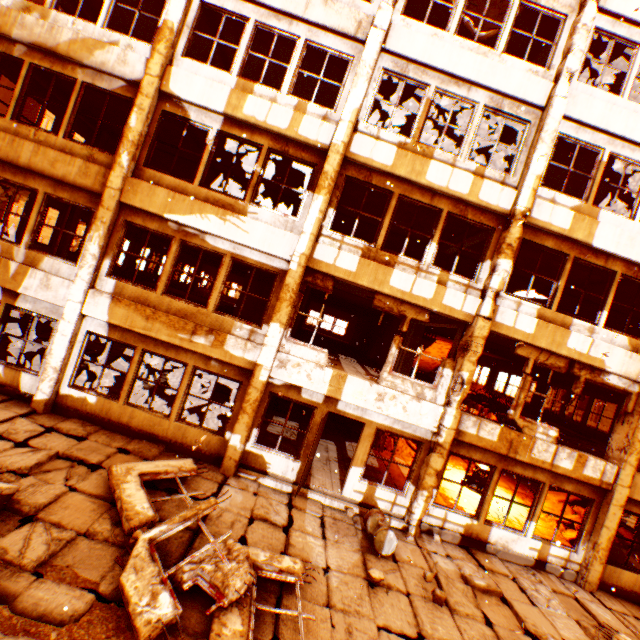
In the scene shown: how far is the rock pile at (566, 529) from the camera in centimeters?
1016cm

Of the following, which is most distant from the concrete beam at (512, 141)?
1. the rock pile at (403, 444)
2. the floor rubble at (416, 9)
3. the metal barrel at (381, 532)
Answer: the rock pile at (403, 444)

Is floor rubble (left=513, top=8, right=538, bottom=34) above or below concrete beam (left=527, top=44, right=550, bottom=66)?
above

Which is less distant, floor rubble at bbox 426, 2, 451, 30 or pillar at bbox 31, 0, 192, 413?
pillar at bbox 31, 0, 192, 413

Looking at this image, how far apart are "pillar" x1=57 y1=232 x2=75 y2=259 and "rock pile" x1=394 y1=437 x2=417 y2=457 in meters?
15.4

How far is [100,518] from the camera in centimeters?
543cm

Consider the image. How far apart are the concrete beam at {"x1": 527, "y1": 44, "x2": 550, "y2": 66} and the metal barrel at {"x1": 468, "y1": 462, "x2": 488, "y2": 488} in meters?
12.8 m
